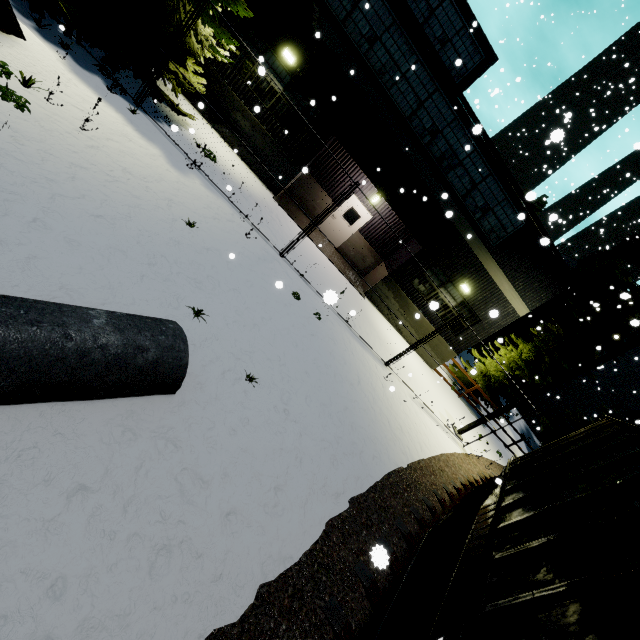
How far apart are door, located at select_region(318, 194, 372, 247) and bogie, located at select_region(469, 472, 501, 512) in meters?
11.9

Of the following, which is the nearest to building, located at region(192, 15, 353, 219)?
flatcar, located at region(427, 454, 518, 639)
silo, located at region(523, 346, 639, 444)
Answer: flatcar, located at region(427, 454, 518, 639)

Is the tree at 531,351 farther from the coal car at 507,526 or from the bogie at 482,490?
the bogie at 482,490

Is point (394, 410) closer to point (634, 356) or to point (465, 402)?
point (465, 402)

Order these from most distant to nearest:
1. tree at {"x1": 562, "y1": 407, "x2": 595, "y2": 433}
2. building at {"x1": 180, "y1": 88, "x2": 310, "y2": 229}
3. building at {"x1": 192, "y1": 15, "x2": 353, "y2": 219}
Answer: tree at {"x1": 562, "y1": 407, "x2": 595, "y2": 433} < building at {"x1": 180, "y1": 88, "x2": 310, "y2": 229} < building at {"x1": 192, "y1": 15, "x2": 353, "y2": 219}

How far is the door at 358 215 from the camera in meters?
15.8 m

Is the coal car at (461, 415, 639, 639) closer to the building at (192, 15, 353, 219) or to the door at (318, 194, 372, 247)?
the building at (192, 15, 353, 219)

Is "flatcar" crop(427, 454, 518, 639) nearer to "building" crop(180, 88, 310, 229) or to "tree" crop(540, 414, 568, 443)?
"building" crop(180, 88, 310, 229)
